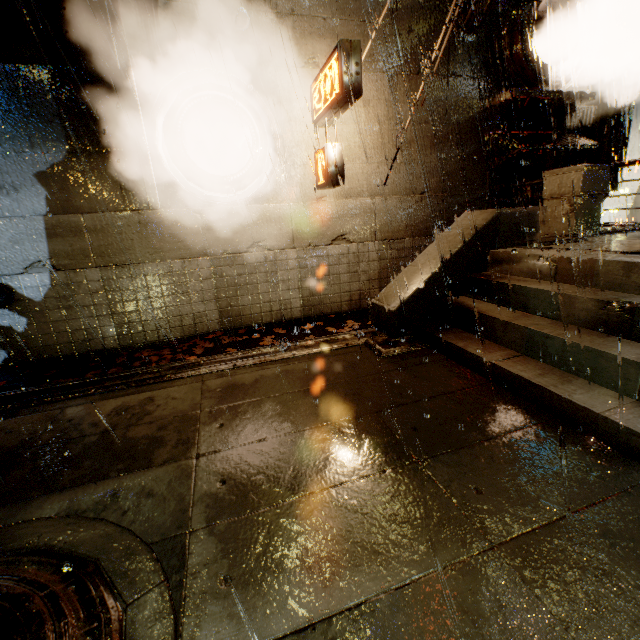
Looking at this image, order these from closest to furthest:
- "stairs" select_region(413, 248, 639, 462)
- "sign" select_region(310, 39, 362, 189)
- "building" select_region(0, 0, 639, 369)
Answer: "stairs" select_region(413, 248, 639, 462)
"sign" select_region(310, 39, 362, 189)
"building" select_region(0, 0, 639, 369)

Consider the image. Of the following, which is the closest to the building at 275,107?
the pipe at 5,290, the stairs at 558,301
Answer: the pipe at 5,290

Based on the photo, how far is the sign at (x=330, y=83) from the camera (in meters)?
5.52

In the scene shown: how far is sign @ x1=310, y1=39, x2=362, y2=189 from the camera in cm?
552

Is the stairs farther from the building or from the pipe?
the pipe

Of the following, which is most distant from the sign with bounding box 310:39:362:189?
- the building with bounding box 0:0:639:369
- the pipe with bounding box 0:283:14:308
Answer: the pipe with bounding box 0:283:14:308

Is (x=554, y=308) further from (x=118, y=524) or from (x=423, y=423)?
(x=118, y=524)

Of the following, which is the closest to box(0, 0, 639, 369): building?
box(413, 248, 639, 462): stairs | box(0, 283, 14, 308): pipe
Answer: box(0, 283, 14, 308): pipe
